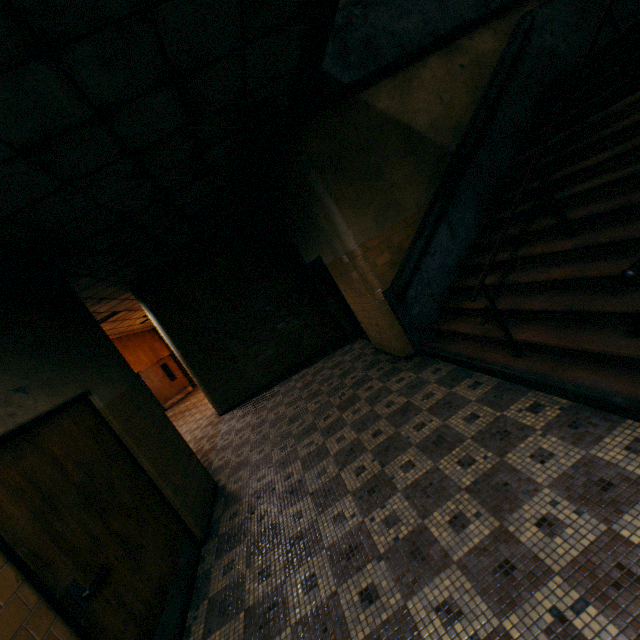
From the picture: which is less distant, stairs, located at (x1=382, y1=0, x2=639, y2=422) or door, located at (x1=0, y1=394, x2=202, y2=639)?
door, located at (x1=0, y1=394, x2=202, y2=639)

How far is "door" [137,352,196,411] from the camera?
14.7 meters

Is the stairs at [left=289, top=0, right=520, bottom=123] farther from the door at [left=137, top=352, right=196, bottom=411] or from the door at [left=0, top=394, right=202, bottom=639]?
the door at [left=137, top=352, right=196, bottom=411]

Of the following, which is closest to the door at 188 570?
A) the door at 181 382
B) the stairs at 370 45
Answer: the stairs at 370 45

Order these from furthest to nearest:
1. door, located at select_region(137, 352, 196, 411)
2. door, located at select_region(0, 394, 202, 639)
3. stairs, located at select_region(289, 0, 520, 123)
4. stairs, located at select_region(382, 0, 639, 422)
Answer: door, located at select_region(137, 352, 196, 411)
stairs, located at select_region(289, 0, 520, 123)
stairs, located at select_region(382, 0, 639, 422)
door, located at select_region(0, 394, 202, 639)

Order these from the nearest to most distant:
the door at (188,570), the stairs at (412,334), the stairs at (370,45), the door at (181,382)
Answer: the door at (188,570)
the stairs at (412,334)
the stairs at (370,45)
the door at (181,382)

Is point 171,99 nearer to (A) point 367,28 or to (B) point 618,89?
(A) point 367,28

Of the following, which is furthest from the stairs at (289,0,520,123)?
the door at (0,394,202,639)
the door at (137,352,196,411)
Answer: the door at (137,352,196,411)
